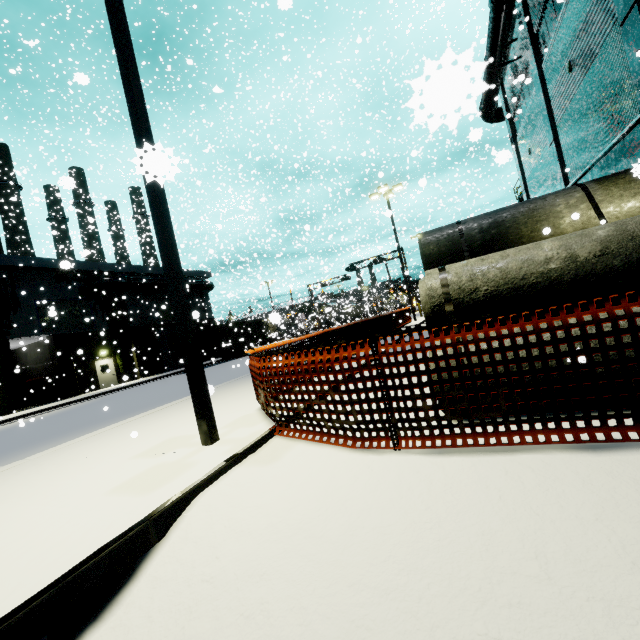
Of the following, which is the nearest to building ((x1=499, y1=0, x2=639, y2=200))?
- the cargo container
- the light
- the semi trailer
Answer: the cargo container

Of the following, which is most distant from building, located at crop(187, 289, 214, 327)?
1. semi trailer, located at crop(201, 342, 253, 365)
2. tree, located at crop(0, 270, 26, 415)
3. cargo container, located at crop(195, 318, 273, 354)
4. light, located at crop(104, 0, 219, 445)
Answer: semi trailer, located at crop(201, 342, 253, 365)

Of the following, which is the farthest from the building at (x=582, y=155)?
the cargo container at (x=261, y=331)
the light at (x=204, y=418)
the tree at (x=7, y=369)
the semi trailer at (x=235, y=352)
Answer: the semi trailer at (x=235, y=352)

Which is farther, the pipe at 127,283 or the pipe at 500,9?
the pipe at 127,283

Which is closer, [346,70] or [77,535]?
[77,535]

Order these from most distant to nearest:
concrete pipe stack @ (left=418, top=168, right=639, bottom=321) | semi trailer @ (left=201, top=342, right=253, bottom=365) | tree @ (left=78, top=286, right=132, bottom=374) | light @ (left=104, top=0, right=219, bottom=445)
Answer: semi trailer @ (left=201, top=342, right=253, bottom=365), tree @ (left=78, top=286, right=132, bottom=374), light @ (left=104, top=0, right=219, bottom=445), concrete pipe stack @ (left=418, top=168, right=639, bottom=321)

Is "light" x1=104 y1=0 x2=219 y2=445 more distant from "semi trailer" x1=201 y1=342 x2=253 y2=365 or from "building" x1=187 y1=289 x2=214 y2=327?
"semi trailer" x1=201 y1=342 x2=253 y2=365

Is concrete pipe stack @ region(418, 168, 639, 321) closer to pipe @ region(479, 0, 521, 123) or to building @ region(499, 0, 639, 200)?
building @ region(499, 0, 639, 200)
